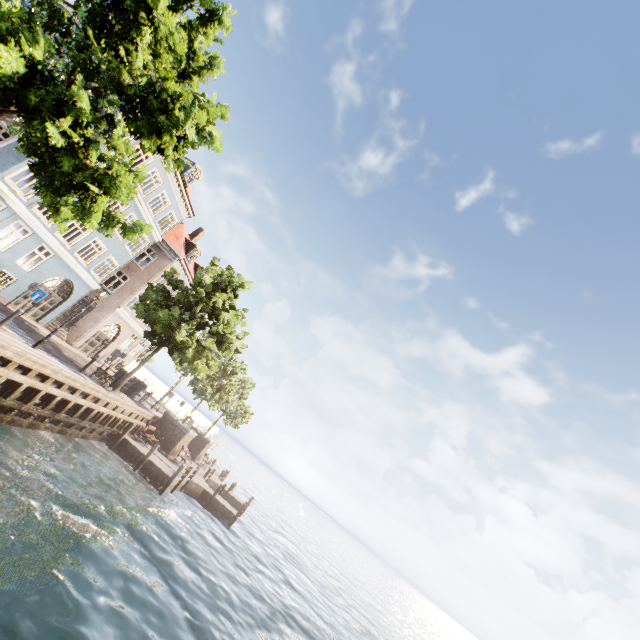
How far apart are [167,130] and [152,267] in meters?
22.6 m

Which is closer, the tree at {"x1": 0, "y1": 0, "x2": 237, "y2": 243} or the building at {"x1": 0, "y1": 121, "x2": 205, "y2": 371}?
the tree at {"x1": 0, "y1": 0, "x2": 237, "y2": 243}

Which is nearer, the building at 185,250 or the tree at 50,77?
the tree at 50,77
